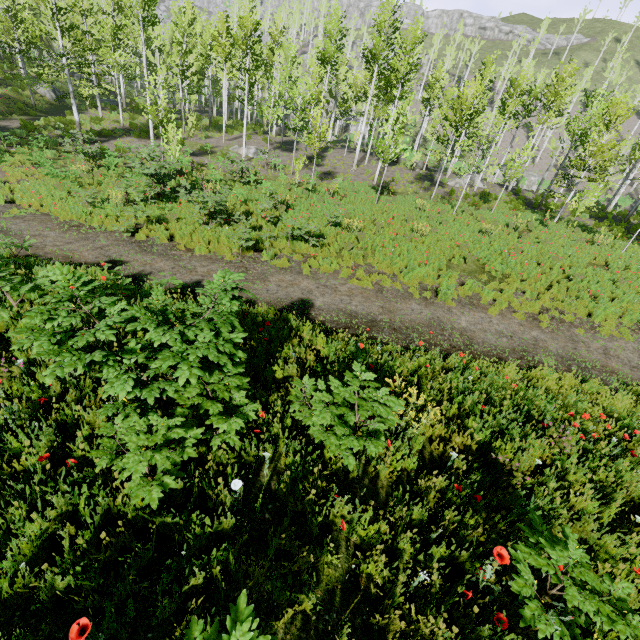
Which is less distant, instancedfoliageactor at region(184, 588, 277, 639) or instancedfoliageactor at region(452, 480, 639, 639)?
instancedfoliageactor at region(184, 588, 277, 639)

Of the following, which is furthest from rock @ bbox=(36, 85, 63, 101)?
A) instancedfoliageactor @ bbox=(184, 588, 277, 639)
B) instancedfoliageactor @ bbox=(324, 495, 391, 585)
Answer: instancedfoliageactor @ bbox=(184, 588, 277, 639)

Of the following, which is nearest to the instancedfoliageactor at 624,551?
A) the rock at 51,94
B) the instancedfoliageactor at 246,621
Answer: the rock at 51,94

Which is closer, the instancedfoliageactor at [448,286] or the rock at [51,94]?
the instancedfoliageactor at [448,286]

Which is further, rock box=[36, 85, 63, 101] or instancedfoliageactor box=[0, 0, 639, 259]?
rock box=[36, 85, 63, 101]

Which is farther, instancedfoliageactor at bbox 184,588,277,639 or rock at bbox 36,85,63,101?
rock at bbox 36,85,63,101

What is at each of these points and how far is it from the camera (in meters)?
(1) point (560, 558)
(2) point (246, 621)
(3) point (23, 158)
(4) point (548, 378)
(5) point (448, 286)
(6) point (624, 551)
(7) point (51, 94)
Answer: (1) instancedfoliageactor, 2.30
(2) instancedfoliageactor, 1.59
(3) instancedfoliageactor, 17.14
(4) instancedfoliageactor, 7.16
(5) instancedfoliageactor, 10.23
(6) instancedfoliageactor, 3.07
(7) rock, 28.42

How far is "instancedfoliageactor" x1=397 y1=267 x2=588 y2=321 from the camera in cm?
988
